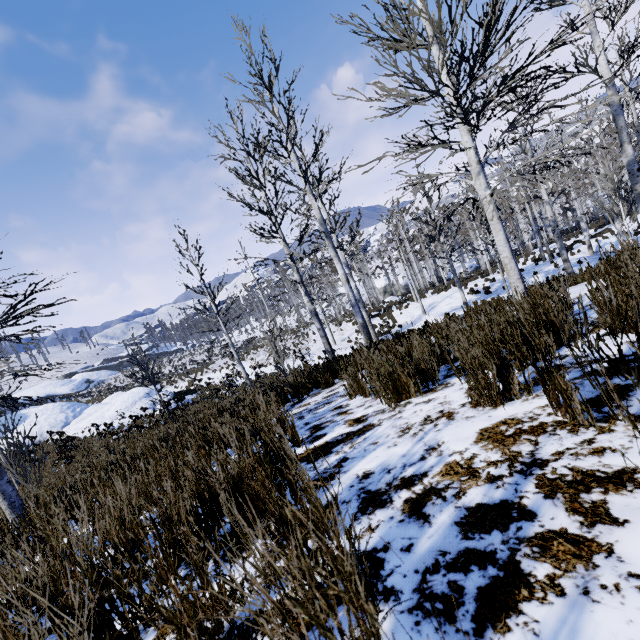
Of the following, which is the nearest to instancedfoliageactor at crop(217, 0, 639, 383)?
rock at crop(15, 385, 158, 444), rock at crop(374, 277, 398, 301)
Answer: rock at crop(15, 385, 158, 444)

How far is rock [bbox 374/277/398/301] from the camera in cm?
3766

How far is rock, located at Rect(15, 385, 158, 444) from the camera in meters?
18.6 m

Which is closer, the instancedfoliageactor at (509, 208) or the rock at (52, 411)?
the instancedfoliageactor at (509, 208)

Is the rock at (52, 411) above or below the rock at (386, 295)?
above

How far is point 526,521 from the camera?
1.02m

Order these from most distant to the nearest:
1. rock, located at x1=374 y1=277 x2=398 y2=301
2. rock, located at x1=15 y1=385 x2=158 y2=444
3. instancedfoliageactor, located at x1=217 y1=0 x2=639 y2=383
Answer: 1. rock, located at x1=374 y1=277 x2=398 y2=301
2. rock, located at x1=15 y1=385 x2=158 y2=444
3. instancedfoliageactor, located at x1=217 y1=0 x2=639 y2=383

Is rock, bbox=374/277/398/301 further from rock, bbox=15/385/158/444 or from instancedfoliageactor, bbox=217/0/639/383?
rock, bbox=15/385/158/444
